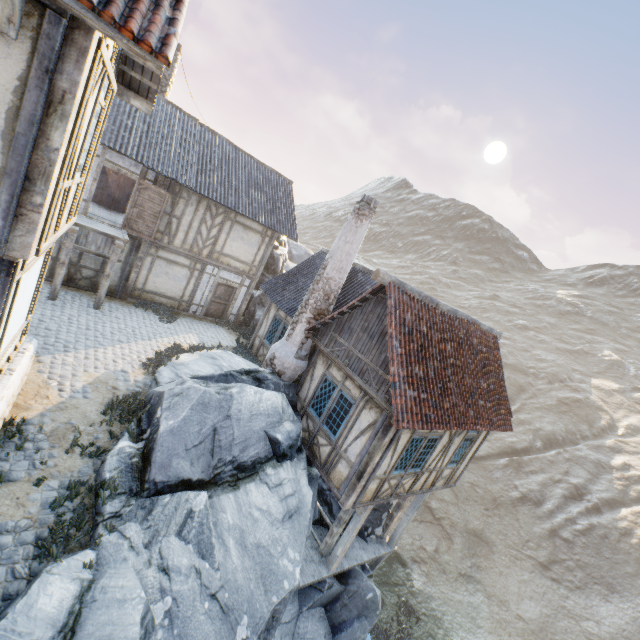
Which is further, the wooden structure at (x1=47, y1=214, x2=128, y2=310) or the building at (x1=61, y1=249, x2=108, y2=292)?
the building at (x1=61, y1=249, x2=108, y2=292)

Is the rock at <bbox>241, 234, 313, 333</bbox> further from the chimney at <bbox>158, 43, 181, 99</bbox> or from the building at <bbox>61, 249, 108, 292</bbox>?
the building at <bbox>61, 249, 108, 292</bbox>

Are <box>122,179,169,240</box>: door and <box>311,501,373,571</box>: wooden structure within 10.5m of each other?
no

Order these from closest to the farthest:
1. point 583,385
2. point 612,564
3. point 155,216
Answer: Result:
point 155,216
point 612,564
point 583,385

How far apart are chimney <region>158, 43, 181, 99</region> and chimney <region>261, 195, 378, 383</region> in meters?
13.8

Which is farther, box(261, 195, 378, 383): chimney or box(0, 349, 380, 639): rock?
box(261, 195, 378, 383): chimney

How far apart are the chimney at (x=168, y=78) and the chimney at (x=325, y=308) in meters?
13.8

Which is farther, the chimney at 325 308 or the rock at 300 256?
the rock at 300 256
